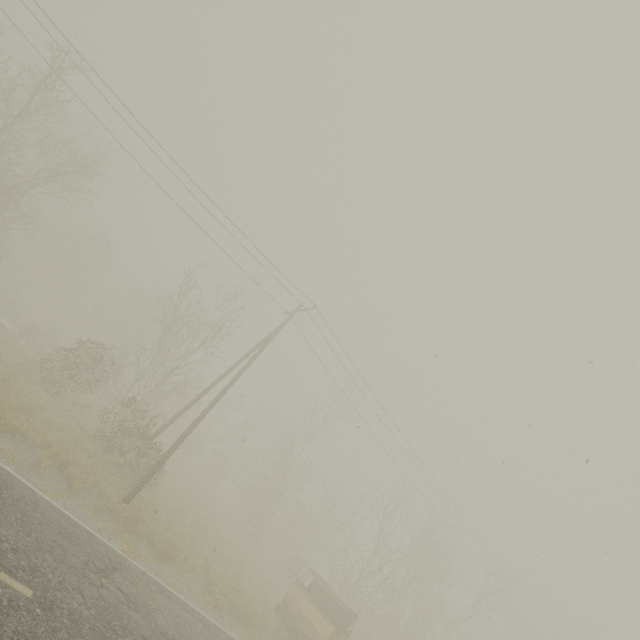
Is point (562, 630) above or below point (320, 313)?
above
